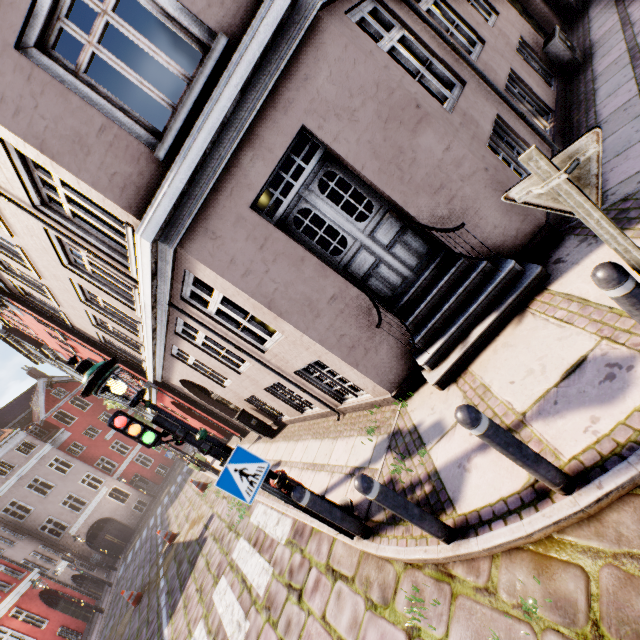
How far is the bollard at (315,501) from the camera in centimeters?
371cm

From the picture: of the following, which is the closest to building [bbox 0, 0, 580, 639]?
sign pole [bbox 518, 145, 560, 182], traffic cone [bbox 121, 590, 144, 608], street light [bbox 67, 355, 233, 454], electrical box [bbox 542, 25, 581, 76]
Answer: electrical box [bbox 542, 25, 581, 76]

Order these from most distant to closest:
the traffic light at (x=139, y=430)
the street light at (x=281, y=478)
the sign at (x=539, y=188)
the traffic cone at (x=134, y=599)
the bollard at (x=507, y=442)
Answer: the traffic cone at (x=134, y=599) < the traffic light at (x=139, y=430) < the street light at (x=281, y=478) < the bollard at (x=507, y=442) < the sign at (x=539, y=188)

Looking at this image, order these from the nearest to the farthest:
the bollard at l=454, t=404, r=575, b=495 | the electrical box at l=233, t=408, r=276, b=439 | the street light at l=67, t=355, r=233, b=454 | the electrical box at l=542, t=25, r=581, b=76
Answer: the bollard at l=454, t=404, r=575, b=495
the street light at l=67, t=355, r=233, b=454
the electrical box at l=542, t=25, r=581, b=76
the electrical box at l=233, t=408, r=276, b=439

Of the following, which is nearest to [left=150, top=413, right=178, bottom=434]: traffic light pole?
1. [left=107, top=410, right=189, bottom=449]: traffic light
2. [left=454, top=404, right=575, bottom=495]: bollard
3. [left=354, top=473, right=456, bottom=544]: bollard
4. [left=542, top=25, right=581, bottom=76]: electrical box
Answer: [left=107, top=410, right=189, bottom=449]: traffic light

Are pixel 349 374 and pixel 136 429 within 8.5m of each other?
yes

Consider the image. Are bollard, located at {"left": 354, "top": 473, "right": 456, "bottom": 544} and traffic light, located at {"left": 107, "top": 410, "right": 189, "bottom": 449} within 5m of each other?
yes

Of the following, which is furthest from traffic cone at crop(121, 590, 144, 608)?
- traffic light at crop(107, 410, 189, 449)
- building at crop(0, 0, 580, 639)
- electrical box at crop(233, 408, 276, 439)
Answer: traffic light at crop(107, 410, 189, 449)
